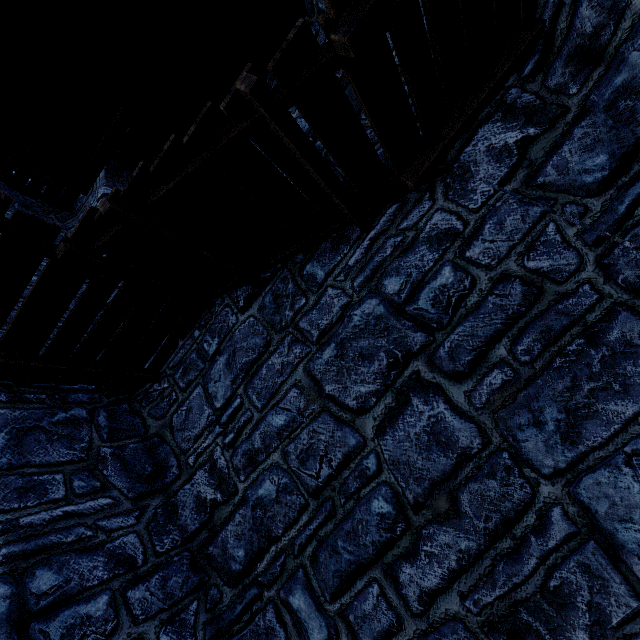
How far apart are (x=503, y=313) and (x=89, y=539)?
4.2m
